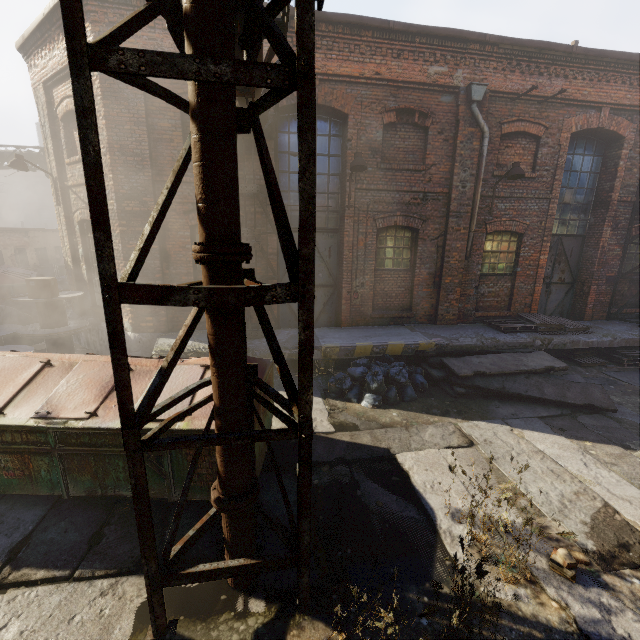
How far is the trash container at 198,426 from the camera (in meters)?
3.67

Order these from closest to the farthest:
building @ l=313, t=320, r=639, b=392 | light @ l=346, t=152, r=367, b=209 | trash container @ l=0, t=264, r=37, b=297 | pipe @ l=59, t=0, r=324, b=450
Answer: pipe @ l=59, t=0, r=324, b=450 < light @ l=346, t=152, r=367, b=209 < building @ l=313, t=320, r=639, b=392 < trash container @ l=0, t=264, r=37, b=297

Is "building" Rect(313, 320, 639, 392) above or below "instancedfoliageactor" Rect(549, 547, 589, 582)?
above

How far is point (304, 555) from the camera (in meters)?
2.88

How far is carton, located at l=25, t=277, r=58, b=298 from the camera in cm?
800

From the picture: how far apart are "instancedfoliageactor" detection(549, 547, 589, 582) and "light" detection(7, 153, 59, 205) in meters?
12.8

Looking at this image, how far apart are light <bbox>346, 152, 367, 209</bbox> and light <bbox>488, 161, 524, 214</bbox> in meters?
3.9

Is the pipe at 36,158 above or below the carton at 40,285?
above
